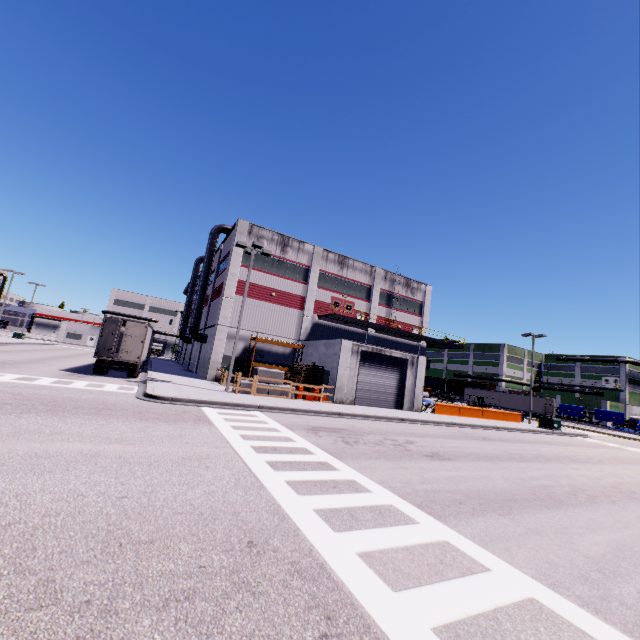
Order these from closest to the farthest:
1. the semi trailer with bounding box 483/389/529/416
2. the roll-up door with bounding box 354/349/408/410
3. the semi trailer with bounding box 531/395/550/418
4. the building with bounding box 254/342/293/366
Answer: the roll-up door with bounding box 354/349/408/410
the building with bounding box 254/342/293/366
the semi trailer with bounding box 531/395/550/418
the semi trailer with bounding box 483/389/529/416

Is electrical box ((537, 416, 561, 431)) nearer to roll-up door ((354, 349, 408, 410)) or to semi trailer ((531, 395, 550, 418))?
semi trailer ((531, 395, 550, 418))

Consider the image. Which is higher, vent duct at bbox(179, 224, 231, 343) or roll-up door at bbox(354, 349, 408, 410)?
vent duct at bbox(179, 224, 231, 343)

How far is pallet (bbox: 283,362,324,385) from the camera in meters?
25.2

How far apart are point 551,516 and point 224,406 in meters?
13.2 m

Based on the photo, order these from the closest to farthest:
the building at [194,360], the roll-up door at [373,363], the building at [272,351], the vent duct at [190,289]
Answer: the roll-up door at [373,363]
the building at [194,360]
the building at [272,351]
the vent duct at [190,289]

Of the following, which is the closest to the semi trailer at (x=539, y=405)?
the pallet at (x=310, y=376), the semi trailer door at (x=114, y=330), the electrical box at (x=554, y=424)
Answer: the semi trailer door at (x=114, y=330)

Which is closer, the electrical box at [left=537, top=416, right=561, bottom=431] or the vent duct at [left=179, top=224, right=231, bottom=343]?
the electrical box at [left=537, top=416, right=561, bottom=431]
